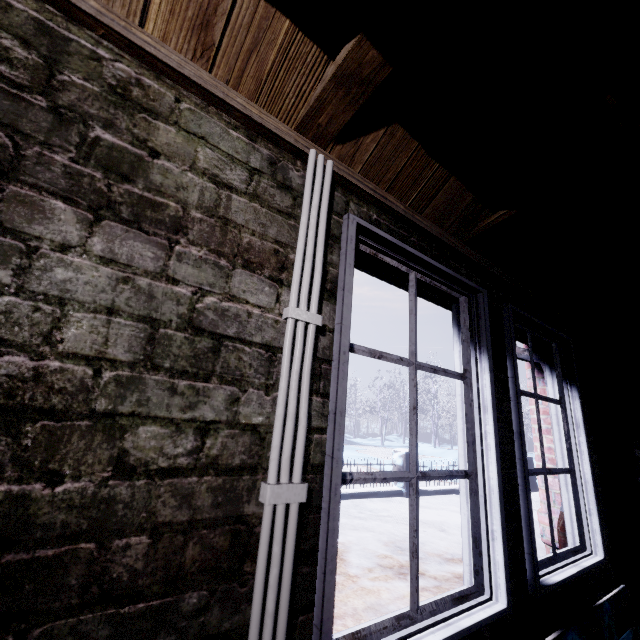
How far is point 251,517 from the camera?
0.7 meters

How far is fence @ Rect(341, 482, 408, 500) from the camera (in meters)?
6.22

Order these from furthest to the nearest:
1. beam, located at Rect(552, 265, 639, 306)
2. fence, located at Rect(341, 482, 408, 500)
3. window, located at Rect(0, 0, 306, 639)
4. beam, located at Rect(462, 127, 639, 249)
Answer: fence, located at Rect(341, 482, 408, 500)
beam, located at Rect(552, 265, 639, 306)
beam, located at Rect(462, 127, 639, 249)
window, located at Rect(0, 0, 306, 639)

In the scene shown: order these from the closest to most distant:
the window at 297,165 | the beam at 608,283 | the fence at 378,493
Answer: the window at 297,165 → the beam at 608,283 → the fence at 378,493

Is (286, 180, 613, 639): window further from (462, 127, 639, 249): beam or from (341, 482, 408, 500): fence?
(341, 482, 408, 500): fence

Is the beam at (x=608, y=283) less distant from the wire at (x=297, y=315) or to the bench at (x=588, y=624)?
the wire at (x=297, y=315)

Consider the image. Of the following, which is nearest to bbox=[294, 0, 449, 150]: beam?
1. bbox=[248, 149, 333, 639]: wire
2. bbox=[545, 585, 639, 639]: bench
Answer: bbox=[248, 149, 333, 639]: wire
